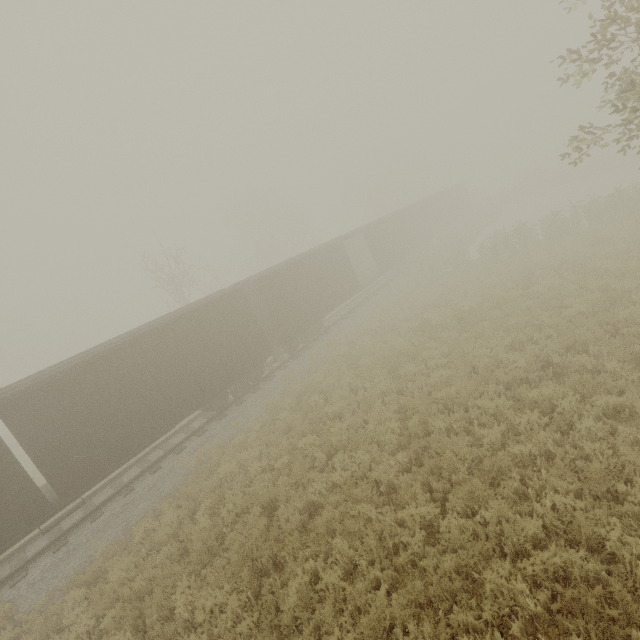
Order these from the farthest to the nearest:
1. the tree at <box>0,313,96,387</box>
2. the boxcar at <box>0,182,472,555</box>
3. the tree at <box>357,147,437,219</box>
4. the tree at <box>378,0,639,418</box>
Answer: the tree at <box>0,313,96,387</box> < the tree at <box>357,147,437,219</box> < the boxcar at <box>0,182,472,555</box> < the tree at <box>378,0,639,418</box>

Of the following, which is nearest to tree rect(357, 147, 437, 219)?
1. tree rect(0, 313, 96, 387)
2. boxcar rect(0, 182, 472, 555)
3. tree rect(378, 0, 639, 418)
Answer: tree rect(378, 0, 639, 418)

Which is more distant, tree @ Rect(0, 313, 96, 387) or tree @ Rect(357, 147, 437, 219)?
tree @ Rect(0, 313, 96, 387)

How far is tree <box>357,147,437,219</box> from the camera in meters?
46.2 m

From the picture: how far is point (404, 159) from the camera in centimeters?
5722cm

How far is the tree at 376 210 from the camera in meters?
46.2 m

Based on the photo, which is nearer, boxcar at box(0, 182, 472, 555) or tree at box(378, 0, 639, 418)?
tree at box(378, 0, 639, 418)

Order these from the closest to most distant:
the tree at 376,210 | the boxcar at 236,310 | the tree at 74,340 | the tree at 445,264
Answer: the tree at 445,264
the boxcar at 236,310
the tree at 376,210
the tree at 74,340
